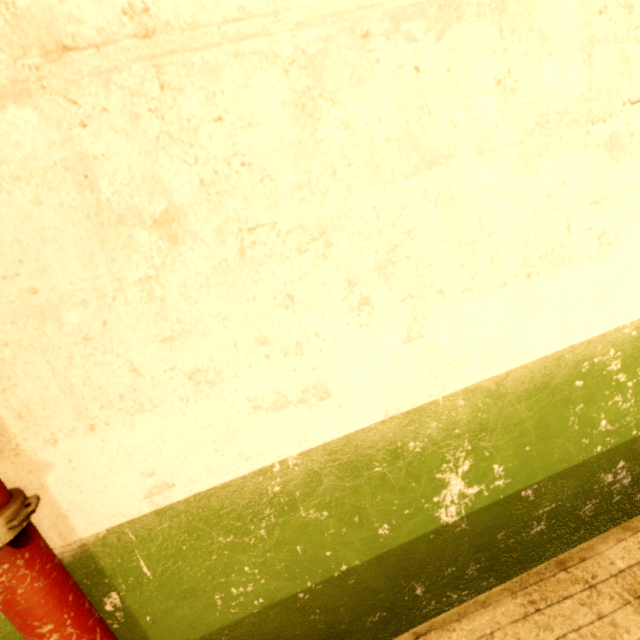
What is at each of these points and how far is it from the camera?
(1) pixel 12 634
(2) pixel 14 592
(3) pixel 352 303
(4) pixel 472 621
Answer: (1) building, 0.5m
(2) bed, 0.4m
(3) building, 0.5m
(4) bed, 0.5m

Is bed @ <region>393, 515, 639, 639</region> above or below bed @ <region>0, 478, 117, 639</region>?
below

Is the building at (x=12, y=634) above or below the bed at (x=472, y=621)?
above

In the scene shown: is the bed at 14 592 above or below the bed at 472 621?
above

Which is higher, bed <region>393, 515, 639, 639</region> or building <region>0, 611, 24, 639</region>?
building <region>0, 611, 24, 639</region>
